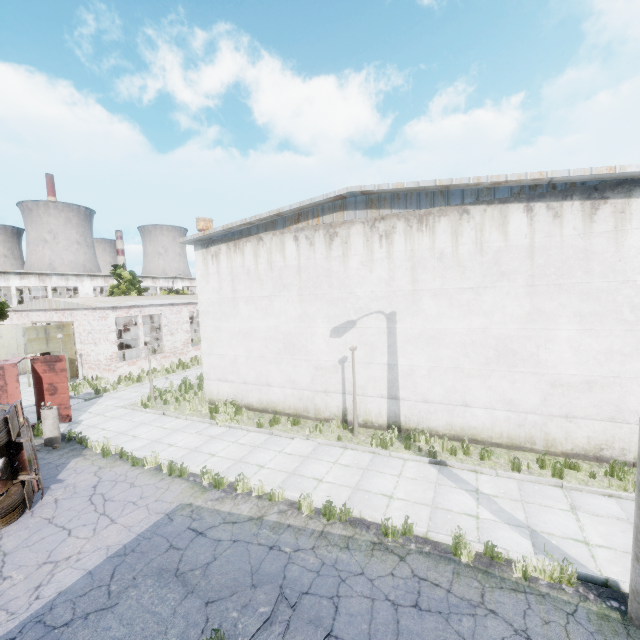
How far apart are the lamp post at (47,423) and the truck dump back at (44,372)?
1.79m

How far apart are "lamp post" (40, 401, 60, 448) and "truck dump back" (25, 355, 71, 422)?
1.79m

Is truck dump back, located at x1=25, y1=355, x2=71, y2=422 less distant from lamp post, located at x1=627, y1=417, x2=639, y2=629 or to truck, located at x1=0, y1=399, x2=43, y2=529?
truck, located at x1=0, y1=399, x2=43, y2=529

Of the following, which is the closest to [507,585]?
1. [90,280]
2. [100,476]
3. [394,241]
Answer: [394,241]

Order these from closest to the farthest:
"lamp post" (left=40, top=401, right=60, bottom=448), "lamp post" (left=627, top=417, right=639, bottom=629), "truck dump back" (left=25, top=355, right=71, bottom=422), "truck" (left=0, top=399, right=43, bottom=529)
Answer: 1. "lamp post" (left=627, top=417, right=639, bottom=629)
2. "truck" (left=0, top=399, right=43, bottom=529)
3. "lamp post" (left=40, top=401, right=60, bottom=448)
4. "truck dump back" (left=25, top=355, right=71, bottom=422)

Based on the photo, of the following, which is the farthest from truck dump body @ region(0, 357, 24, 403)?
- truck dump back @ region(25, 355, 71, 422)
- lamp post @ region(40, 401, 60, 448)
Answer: lamp post @ region(40, 401, 60, 448)

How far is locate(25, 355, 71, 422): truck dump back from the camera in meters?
13.8 m

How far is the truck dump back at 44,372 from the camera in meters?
13.8
